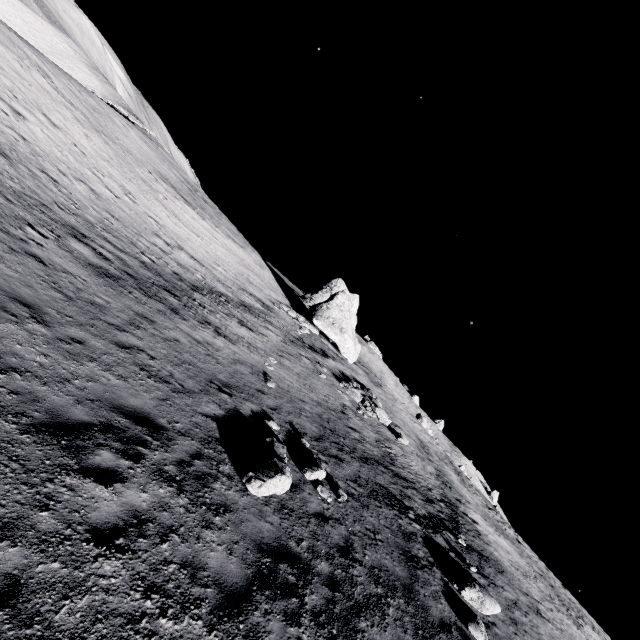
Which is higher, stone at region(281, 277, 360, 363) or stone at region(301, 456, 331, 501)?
stone at region(281, 277, 360, 363)

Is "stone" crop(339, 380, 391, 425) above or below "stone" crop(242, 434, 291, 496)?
above

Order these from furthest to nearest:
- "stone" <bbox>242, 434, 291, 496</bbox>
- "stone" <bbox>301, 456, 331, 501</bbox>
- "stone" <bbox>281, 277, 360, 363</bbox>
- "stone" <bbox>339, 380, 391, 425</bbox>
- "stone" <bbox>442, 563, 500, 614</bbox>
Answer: "stone" <bbox>281, 277, 360, 363</bbox>
"stone" <bbox>339, 380, 391, 425</bbox>
"stone" <bbox>442, 563, 500, 614</bbox>
"stone" <bbox>301, 456, 331, 501</bbox>
"stone" <bbox>242, 434, 291, 496</bbox>

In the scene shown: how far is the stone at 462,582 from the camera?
10.4 meters

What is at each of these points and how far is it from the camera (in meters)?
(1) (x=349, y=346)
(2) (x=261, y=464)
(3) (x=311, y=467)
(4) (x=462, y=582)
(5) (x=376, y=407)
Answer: (1) stone, 31.53
(2) stone, 8.45
(3) stone, 10.44
(4) stone, 10.77
(5) stone, 22.30

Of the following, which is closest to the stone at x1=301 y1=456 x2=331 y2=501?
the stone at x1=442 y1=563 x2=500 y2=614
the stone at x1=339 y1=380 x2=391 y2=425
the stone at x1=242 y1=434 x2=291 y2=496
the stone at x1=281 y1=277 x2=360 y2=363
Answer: the stone at x1=242 y1=434 x2=291 y2=496

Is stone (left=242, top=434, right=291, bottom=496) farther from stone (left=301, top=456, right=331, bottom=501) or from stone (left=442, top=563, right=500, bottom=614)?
stone (left=442, top=563, right=500, bottom=614)

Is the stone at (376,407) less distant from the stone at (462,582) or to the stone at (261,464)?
the stone at (462,582)
